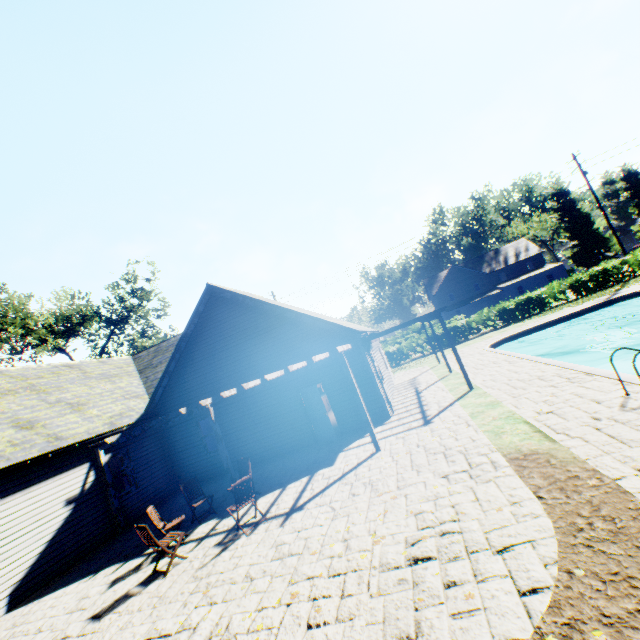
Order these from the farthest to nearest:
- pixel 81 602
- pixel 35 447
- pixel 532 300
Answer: pixel 532 300, pixel 35 447, pixel 81 602

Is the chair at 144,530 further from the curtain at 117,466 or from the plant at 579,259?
the plant at 579,259

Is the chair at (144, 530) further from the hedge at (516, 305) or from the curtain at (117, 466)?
the hedge at (516, 305)

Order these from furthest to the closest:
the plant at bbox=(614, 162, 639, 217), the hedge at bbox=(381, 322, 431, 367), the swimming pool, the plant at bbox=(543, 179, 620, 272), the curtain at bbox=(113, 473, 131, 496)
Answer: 1. the plant at bbox=(614, 162, 639, 217)
2. the plant at bbox=(543, 179, 620, 272)
3. the hedge at bbox=(381, 322, 431, 367)
4. the curtain at bbox=(113, 473, 131, 496)
5. the swimming pool

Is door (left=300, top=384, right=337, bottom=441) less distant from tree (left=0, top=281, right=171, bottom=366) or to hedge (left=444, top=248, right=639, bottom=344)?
hedge (left=444, top=248, right=639, bottom=344)

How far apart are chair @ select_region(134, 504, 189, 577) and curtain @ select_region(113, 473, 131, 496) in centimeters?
616cm

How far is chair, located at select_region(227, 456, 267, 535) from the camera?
7.30m

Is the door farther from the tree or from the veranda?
the tree
